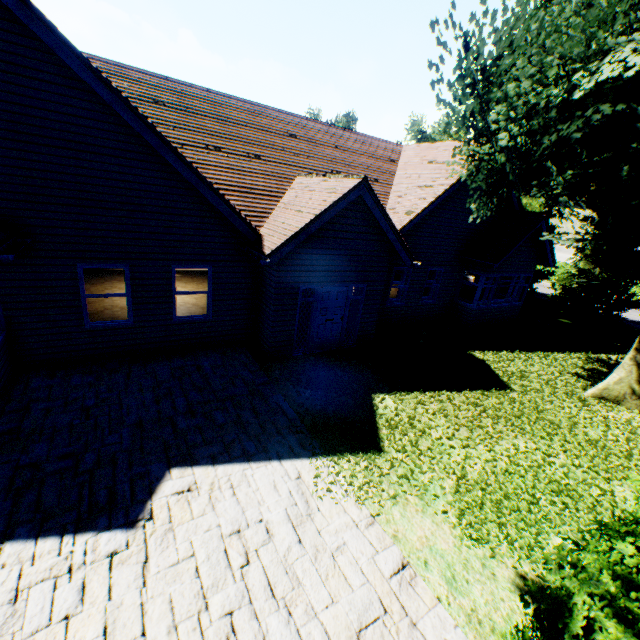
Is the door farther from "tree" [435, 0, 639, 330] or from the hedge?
the hedge

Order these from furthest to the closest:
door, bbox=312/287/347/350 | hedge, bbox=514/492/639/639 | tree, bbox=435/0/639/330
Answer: door, bbox=312/287/347/350
tree, bbox=435/0/639/330
hedge, bbox=514/492/639/639

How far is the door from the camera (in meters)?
10.05

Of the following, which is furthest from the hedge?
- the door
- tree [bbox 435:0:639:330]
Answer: the door

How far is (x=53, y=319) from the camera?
7.54m

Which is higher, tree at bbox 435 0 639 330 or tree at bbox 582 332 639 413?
tree at bbox 435 0 639 330

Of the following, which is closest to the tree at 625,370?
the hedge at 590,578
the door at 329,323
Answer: the hedge at 590,578

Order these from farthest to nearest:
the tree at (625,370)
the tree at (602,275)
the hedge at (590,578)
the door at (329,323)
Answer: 1. the door at (329,323)
2. the tree at (625,370)
3. the tree at (602,275)
4. the hedge at (590,578)
